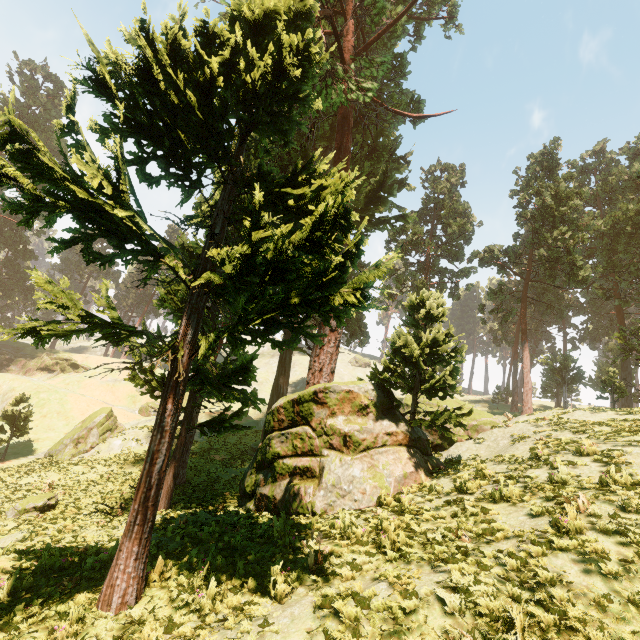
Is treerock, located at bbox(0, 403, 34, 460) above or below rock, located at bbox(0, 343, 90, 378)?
below

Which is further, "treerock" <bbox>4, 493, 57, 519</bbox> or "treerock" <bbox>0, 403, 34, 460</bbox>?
"treerock" <bbox>0, 403, 34, 460</bbox>

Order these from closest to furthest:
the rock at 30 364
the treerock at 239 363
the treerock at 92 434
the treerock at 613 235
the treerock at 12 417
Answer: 1. the treerock at 239 363
2. the treerock at 92 434
3. the treerock at 12 417
4. the treerock at 613 235
5. the rock at 30 364

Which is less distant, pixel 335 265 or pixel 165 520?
pixel 335 265

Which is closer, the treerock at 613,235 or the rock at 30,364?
the treerock at 613,235

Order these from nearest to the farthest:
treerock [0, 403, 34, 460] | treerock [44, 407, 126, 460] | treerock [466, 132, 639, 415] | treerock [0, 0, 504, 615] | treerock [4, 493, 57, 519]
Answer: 1. treerock [0, 0, 504, 615]
2. treerock [4, 493, 57, 519]
3. treerock [44, 407, 126, 460]
4. treerock [0, 403, 34, 460]
5. treerock [466, 132, 639, 415]
